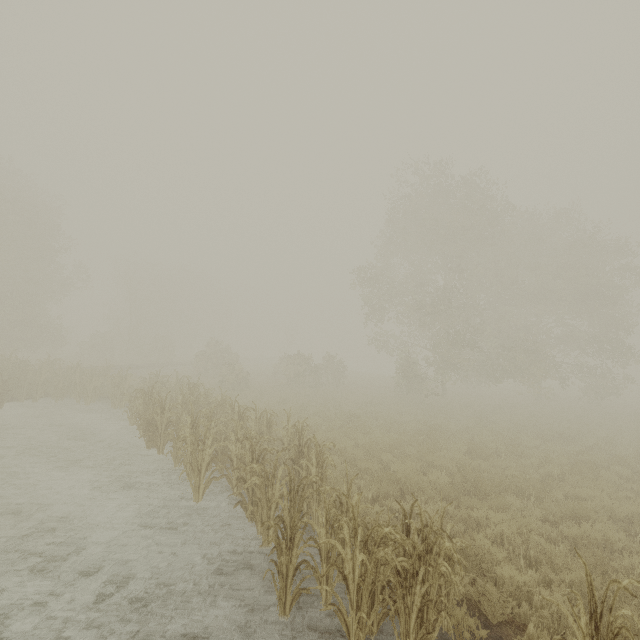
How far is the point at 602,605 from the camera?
2.92m
